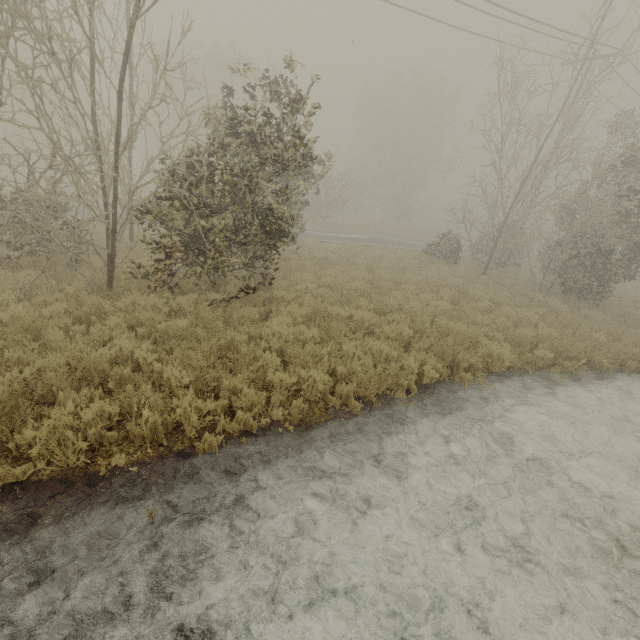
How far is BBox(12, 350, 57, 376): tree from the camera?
4.26m

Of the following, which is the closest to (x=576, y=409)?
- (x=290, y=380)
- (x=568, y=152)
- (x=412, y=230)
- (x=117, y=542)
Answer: (x=290, y=380)

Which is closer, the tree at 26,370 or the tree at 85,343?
the tree at 26,370

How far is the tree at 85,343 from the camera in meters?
5.3 m
